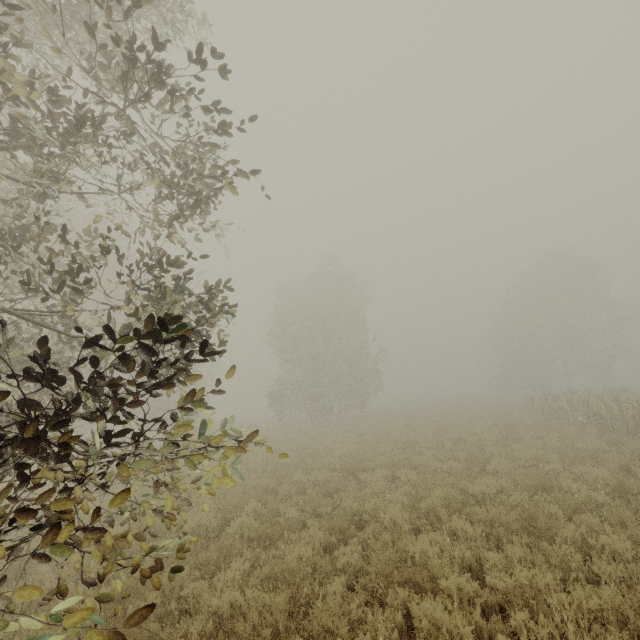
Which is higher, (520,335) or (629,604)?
(520,335)

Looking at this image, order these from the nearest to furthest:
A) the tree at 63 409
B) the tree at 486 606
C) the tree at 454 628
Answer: the tree at 63 409
the tree at 454 628
the tree at 486 606

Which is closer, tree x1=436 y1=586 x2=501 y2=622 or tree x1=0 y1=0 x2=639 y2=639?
tree x1=0 y1=0 x2=639 y2=639

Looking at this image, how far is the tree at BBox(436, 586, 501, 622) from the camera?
4.1 meters

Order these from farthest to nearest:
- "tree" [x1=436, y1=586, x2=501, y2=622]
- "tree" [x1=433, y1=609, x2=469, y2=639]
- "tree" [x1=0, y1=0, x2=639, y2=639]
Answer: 1. "tree" [x1=436, y1=586, x2=501, y2=622]
2. "tree" [x1=433, y1=609, x2=469, y2=639]
3. "tree" [x1=0, y1=0, x2=639, y2=639]

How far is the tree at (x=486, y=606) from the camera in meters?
4.1
